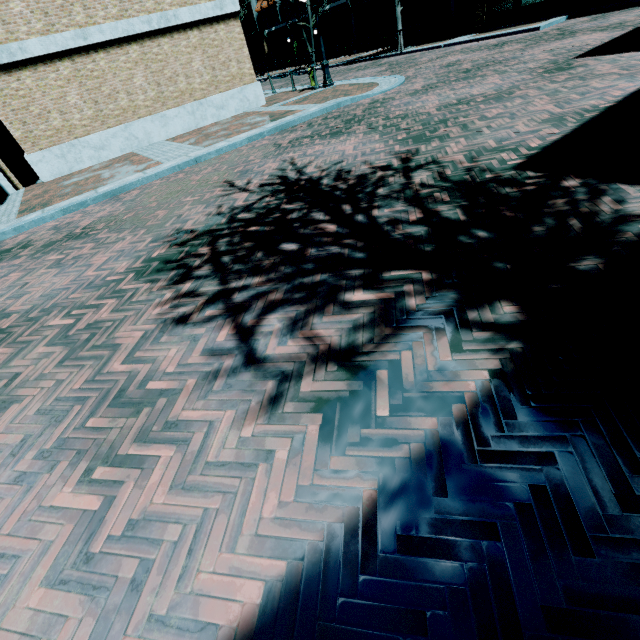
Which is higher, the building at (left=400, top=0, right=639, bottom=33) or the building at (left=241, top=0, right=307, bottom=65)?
the building at (left=241, top=0, right=307, bottom=65)

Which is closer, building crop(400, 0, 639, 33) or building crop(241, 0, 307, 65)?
building crop(400, 0, 639, 33)

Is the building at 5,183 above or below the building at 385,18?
below

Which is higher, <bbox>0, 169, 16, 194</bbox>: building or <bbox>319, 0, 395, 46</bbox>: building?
<bbox>319, 0, 395, 46</bbox>: building

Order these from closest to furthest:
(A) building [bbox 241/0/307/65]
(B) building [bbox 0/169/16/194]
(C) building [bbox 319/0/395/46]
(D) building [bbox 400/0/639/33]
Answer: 1. (B) building [bbox 0/169/16/194]
2. (D) building [bbox 400/0/639/33]
3. (C) building [bbox 319/0/395/46]
4. (A) building [bbox 241/0/307/65]

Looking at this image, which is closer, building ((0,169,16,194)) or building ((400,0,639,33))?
building ((0,169,16,194))

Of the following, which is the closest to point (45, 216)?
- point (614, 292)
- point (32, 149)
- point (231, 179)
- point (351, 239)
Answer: point (231, 179)

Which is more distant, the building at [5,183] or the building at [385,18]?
the building at [385,18]
